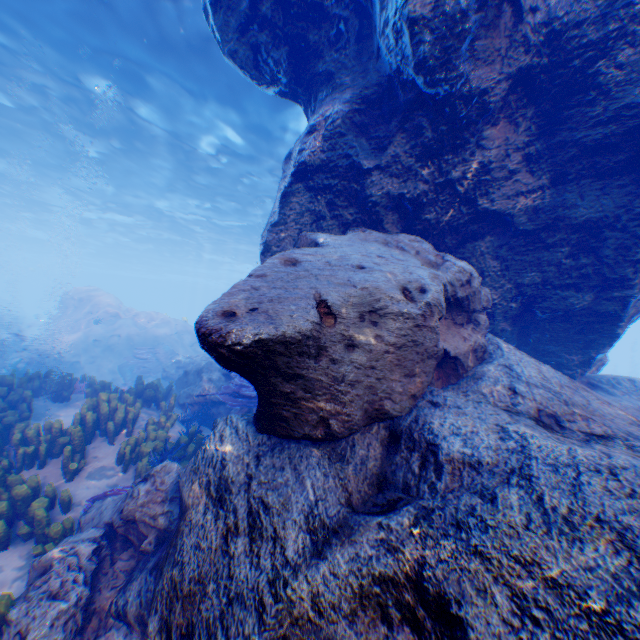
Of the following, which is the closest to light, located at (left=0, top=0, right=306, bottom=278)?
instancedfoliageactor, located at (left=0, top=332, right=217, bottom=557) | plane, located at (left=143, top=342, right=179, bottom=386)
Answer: plane, located at (left=143, top=342, right=179, bottom=386)

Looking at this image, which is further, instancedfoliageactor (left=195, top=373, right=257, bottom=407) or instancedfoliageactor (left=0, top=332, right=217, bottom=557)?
instancedfoliageactor (left=195, top=373, right=257, bottom=407)

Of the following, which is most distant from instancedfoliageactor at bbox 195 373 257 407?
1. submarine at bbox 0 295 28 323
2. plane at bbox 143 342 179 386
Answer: submarine at bbox 0 295 28 323

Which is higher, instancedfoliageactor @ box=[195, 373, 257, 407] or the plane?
instancedfoliageactor @ box=[195, 373, 257, 407]

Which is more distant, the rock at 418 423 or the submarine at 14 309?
the submarine at 14 309

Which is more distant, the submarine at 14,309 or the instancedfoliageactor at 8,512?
the submarine at 14,309

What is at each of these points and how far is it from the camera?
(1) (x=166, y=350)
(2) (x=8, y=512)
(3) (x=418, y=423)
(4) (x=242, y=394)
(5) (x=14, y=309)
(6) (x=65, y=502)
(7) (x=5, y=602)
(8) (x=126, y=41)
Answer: (1) plane, 17.7 meters
(2) instancedfoliageactor, 4.4 meters
(3) rock, 2.8 meters
(4) instancedfoliageactor, 7.7 meters
(5) submarine, 44.3 meters
(6) instancedfoliageactor, 4.8 meters
(7) instancedfoliageactor, 3.2 meters
(8) light, 10.3 meters

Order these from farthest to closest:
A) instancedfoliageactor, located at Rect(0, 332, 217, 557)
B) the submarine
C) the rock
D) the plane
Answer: the submarine
the plane
instancedfoliageactor, located at Rect(0, 332, 217, 557)
the rock
